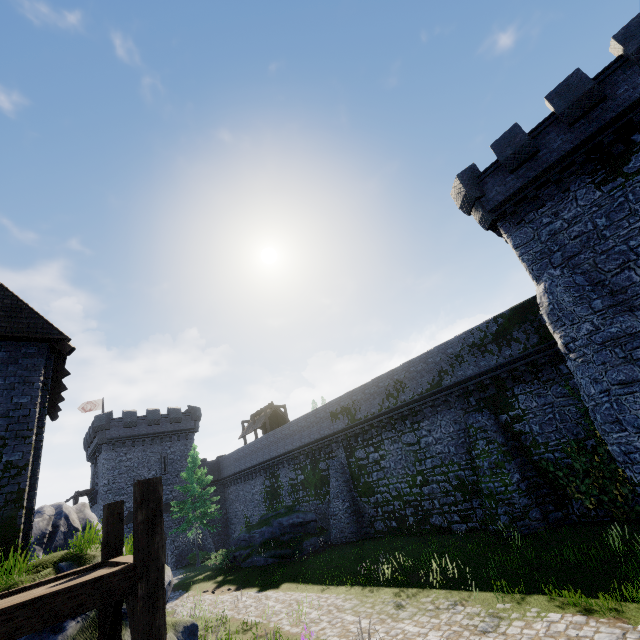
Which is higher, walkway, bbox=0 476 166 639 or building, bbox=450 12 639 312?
building, bbox=450 12 639 312

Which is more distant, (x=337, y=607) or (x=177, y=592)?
(x=177, y=592)

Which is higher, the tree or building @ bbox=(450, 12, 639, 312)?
building @ bbox=(450, 12, 639, 312)

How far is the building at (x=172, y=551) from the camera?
34.28m

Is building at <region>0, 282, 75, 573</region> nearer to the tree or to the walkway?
the walkway

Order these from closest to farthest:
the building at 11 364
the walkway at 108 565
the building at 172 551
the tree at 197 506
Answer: the walkway at 108 565, the building at 11 364, the tree at 197 506, the building at 172 551

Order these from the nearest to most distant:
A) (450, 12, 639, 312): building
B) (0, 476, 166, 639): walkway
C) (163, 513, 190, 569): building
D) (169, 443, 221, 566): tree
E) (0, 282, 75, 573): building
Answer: (0, 476, 166, 639): walkway → (0, 282, 75, 573): building → (450, 12, 639, 312): building → (169, 443, 221, 566): tree → (163, 513, 190, 569): building

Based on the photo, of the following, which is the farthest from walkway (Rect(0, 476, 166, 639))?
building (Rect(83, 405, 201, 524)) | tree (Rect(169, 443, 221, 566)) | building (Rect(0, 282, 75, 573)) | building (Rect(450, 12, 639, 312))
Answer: building (Rect(83, 405, 201, 524))
